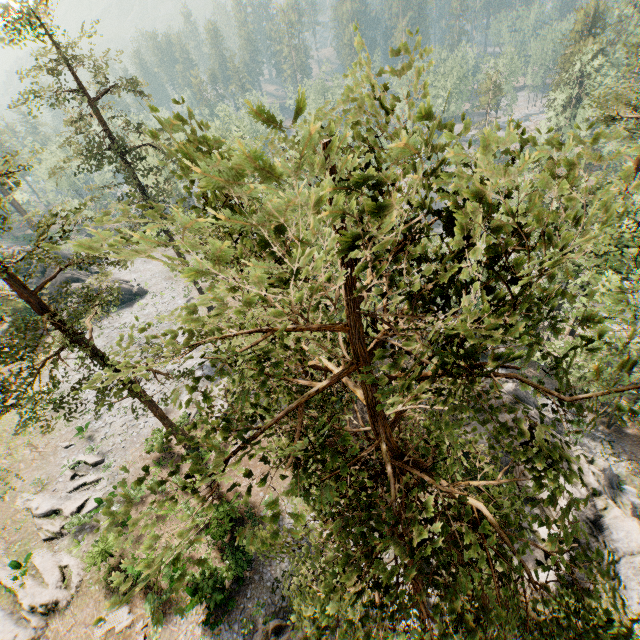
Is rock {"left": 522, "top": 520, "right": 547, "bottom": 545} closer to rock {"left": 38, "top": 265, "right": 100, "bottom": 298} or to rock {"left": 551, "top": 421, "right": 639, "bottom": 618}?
rock {"left": 551, "top": 421, "right": 639, "bottom": 618}

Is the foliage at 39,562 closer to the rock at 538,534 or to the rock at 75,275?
the rock at 75,275

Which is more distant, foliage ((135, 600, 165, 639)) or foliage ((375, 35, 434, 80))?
foliage ((375, 35, 434, 80))

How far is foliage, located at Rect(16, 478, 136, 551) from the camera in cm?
411

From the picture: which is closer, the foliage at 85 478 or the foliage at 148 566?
the foliage at 148 566

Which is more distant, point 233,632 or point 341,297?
point 233,632

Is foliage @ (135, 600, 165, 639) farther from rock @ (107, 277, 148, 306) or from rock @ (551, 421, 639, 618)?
rock @ (551, 421, 639, 618)

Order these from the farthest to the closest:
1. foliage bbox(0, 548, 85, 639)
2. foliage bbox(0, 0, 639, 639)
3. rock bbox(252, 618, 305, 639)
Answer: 1. foliage bbox(0, 548, 85, 639)
2. rock bbox(252, 618, 305, 639)
3. foliage bbox(0, 0, 639, 639)
